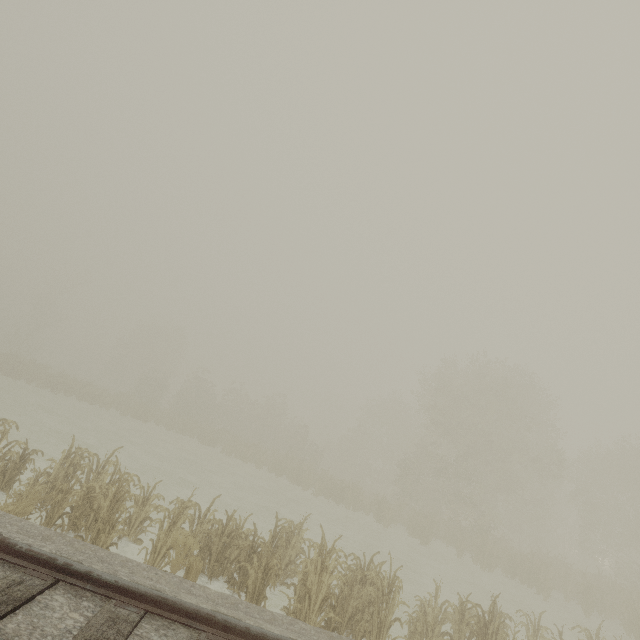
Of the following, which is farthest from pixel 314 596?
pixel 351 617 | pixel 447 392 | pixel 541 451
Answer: pixel 541 451
